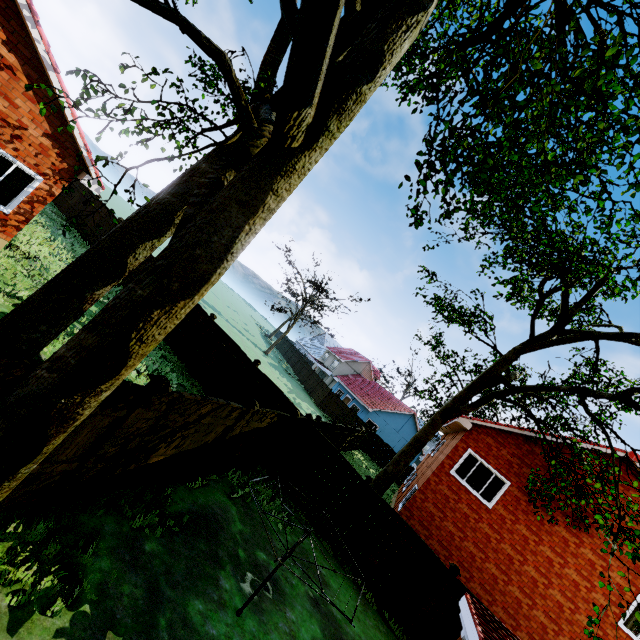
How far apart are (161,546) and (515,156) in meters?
8.7 m

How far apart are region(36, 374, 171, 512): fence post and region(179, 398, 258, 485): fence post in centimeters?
285cm

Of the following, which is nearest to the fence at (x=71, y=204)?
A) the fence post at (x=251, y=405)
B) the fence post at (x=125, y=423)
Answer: the fence post at (x=251, y=405)

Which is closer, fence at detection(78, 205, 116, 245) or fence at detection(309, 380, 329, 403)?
fence at detection(78, 205, 116, 245)

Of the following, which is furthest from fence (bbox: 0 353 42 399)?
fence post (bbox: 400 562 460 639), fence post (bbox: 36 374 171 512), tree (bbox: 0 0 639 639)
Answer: tree (bbox: 0 0 639 639)

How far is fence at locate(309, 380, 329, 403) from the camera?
36.3m

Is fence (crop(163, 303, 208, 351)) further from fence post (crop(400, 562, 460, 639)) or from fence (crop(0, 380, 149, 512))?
fence (crop(0, 380, 149, 512))

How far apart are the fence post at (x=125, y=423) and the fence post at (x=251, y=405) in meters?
2.9 m
